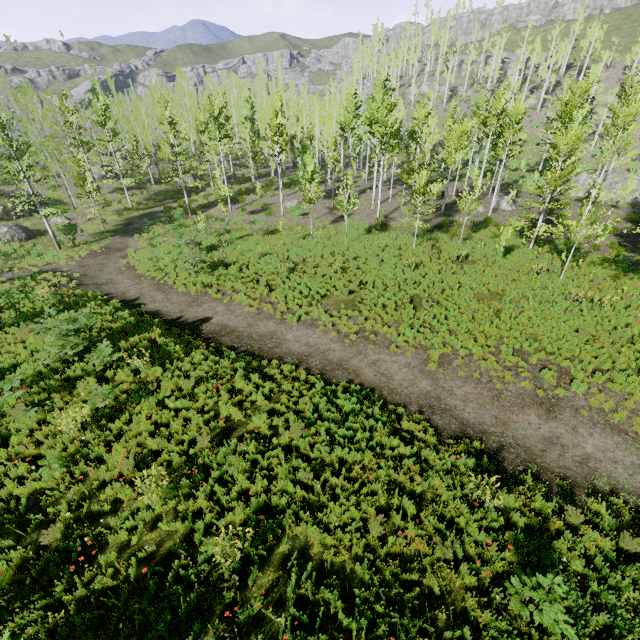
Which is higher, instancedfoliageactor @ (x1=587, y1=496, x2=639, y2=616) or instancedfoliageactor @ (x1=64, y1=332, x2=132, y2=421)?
instancedfoliageactor @ (x1=64, y1=332, x2=132, y2=421)

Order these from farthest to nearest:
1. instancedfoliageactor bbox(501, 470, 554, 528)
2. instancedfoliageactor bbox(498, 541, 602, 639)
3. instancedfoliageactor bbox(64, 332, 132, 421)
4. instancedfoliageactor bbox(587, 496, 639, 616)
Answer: instancedfoliageactor bbox(64, 332, 132, 421) → instancedfoliageactor bbox(501, 470, 554, 528) → instancedfoliageactor bbox(587, 496, 639, 616) → instancedfoliageactor bbox(498, 541, 602, 639)

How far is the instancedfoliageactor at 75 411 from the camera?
9.0 meters

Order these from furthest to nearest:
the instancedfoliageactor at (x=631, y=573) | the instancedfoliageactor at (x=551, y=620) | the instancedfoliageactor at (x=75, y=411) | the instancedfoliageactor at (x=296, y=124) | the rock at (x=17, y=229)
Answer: the rock at (x=17, y=229), the instancedfoliageactor at (x=296, y=124), the instancedfoliageactor at (x=75, y=411), the instancedfoliageactor at (x=631, y=573), the instancedfoliageactor at (x=551, y=620)

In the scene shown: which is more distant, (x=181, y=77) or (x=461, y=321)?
(x=181, y=77)

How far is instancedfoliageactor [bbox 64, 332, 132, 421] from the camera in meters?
9.0

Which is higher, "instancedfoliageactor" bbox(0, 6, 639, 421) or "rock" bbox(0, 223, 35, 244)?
"instancedfoliageactor" bbox(0, 6, 639, 421)

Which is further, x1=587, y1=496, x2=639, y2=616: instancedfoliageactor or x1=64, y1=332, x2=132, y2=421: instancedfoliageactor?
x1=64, y1=332, x2=132, y2=421: instancedfoliageactor
